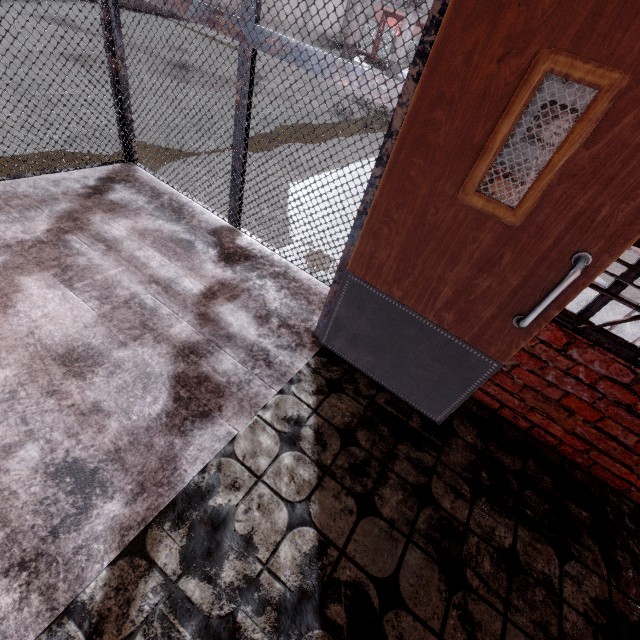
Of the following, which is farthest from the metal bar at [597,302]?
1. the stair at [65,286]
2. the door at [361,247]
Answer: the stair at [65,286]

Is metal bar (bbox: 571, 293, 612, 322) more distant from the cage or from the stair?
the stair

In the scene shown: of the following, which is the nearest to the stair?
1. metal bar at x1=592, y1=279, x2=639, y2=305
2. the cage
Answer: the cage

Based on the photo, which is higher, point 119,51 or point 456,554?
point 119,51

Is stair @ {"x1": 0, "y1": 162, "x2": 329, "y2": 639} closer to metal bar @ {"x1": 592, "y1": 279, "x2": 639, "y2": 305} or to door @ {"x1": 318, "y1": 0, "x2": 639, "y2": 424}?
door @ {"x1": 318, "y1": 0, "x2": 639, "y2": 424}

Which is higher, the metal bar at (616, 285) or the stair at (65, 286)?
the metal bar at (616, 285)

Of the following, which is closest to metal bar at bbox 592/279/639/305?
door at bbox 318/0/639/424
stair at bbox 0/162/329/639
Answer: door at bbox 318/0/639/424
